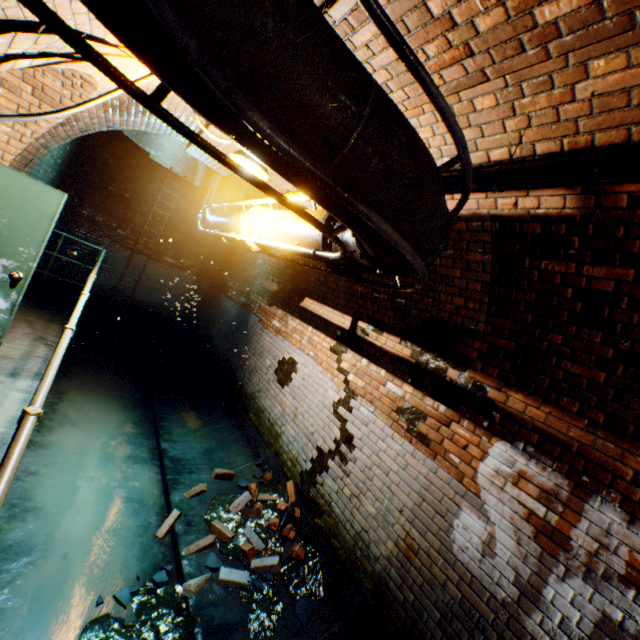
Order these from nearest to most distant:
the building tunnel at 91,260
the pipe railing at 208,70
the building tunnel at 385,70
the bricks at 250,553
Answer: the pipe railing at 208,70 < the building tunnel at 385,70 < the bricks at 250,553 < the building tunnel at 91,260

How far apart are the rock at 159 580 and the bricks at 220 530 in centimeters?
26cm

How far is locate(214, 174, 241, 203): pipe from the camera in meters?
6.5

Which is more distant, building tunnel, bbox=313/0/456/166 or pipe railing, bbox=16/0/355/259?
building tunnel, bbox=313/0/456/166

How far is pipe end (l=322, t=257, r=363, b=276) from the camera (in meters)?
2.55

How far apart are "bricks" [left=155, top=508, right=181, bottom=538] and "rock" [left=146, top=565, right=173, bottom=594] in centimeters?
42cm

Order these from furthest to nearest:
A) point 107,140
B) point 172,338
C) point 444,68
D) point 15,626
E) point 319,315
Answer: point 172,338
point 107,140
point 319,315
point 15,626
point 444,68

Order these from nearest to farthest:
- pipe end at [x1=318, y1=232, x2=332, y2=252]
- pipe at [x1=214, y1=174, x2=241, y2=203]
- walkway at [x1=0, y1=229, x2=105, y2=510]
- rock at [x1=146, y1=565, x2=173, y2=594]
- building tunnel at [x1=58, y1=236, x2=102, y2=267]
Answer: walkway at [x1=0, y1=229, x2=105, y2=510] < pipe end at [x1=318, y1=232, x2=332, y2=252] < rock at [x1=146, y1=565, x2=173, y2=594] < pipe at [x1=214, y1=174, x2=241, y2=203] < building tunnel at [x1=58, y1=236, x2=102, y2=267]
